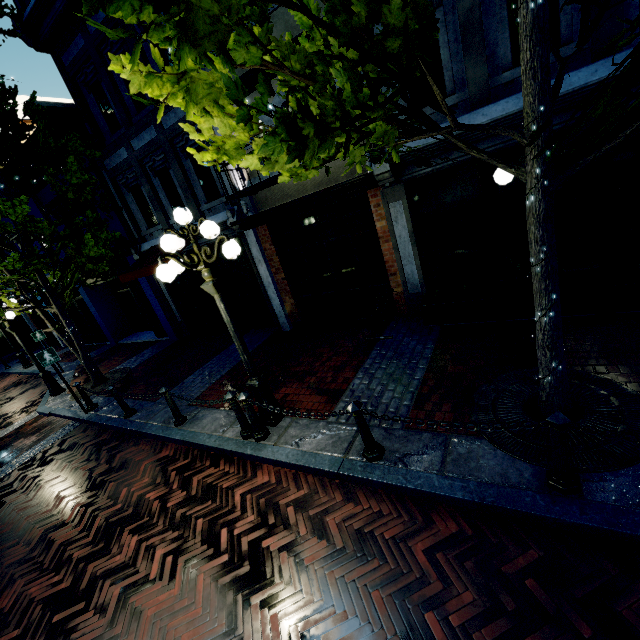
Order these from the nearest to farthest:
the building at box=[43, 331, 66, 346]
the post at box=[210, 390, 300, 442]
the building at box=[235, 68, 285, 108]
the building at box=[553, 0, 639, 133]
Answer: the building at box=[553, 0, 639, 133]
the post at box=[210, 390, 300, 442]
the building at box=[235, 68, 285, 108]
the building at box=[43, 331, 66, 346]

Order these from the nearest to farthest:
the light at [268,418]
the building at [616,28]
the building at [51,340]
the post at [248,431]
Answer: the building at [616,28] → the post at [248,431] → the light at [268,418] → the building at [51,340]

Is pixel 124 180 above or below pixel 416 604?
above

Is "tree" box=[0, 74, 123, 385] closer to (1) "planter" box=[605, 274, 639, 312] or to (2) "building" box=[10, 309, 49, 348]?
(2) "building" box=[10, 309, 49, 348]

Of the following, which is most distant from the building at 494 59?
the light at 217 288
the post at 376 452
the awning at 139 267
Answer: the post at 376 452

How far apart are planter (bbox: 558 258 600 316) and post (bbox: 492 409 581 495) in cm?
344

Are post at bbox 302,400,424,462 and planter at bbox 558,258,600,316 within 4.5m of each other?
yes

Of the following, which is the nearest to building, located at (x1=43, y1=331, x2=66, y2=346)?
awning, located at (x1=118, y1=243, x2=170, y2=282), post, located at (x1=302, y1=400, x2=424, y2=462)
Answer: awning, located at (x1=118, y1=243, x2=170, y2=282)
